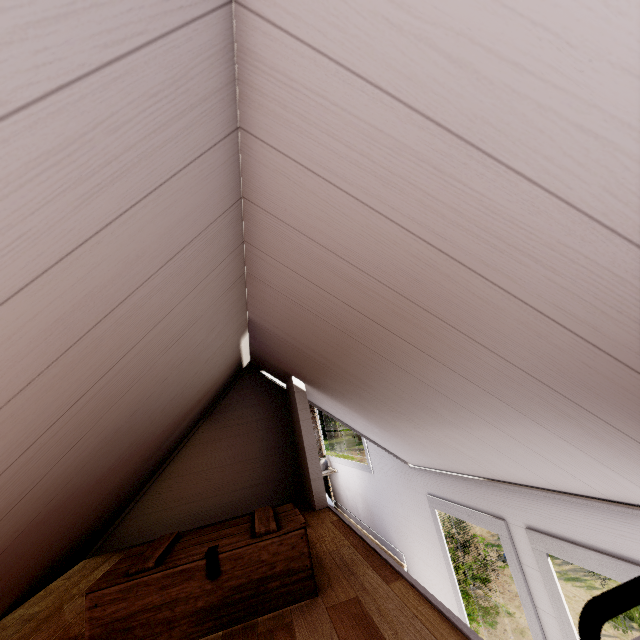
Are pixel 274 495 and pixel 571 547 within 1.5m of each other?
no
